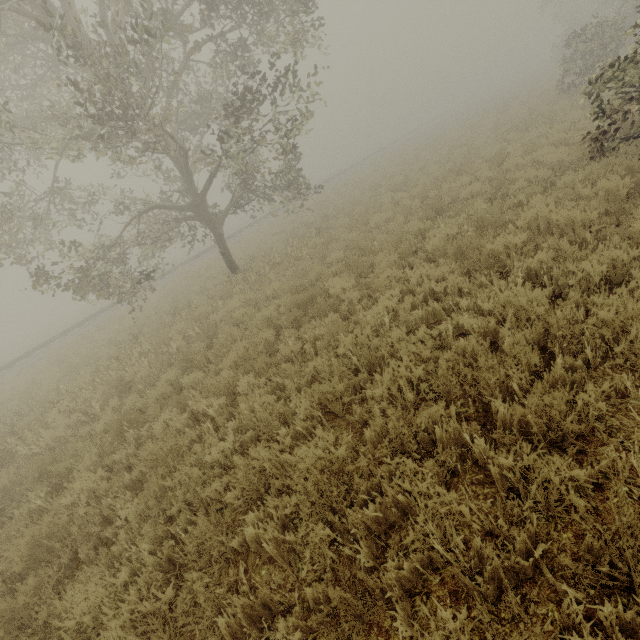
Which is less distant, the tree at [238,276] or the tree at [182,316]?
the tree at [238,276]

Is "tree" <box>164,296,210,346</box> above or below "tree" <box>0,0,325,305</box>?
below

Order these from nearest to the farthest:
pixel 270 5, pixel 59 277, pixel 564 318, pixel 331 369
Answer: pixel 564 318, pixel 331 369, pixel 270 5, pixel 59 277

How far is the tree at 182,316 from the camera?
8.73m

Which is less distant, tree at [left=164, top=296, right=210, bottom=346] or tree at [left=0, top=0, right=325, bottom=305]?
tree at [left=0, top=0, right=325, bottom=305]

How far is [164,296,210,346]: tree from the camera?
8.7m
